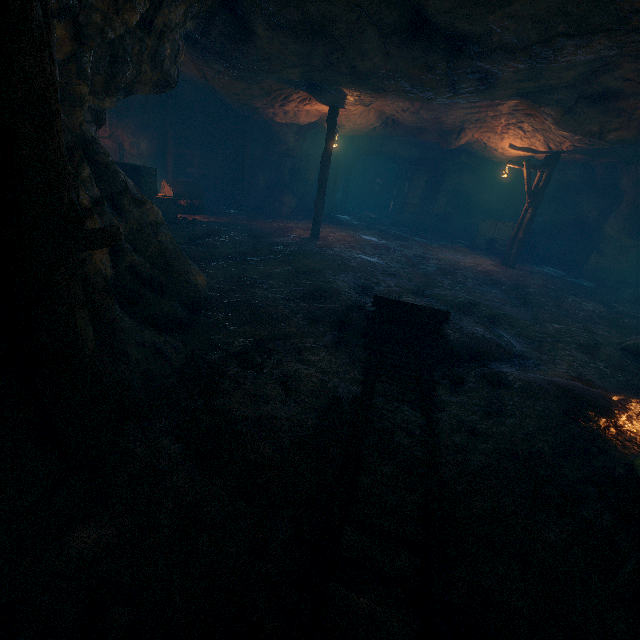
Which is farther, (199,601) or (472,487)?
(472,487)

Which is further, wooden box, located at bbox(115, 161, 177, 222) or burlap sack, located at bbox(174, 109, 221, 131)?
burlap sack, located at bbox(174, 109, 221, 131)

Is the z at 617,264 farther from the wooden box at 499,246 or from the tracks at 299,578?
the tracks at 299,578

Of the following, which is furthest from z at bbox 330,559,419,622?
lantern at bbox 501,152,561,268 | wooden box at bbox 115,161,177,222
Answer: lantern at bbox 501,152,561,268

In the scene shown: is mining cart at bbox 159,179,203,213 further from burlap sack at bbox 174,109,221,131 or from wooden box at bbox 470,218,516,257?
wooden box at bbox 470,218,516,257

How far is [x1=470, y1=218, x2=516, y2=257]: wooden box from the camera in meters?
16.9

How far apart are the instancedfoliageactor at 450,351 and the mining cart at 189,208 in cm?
1136

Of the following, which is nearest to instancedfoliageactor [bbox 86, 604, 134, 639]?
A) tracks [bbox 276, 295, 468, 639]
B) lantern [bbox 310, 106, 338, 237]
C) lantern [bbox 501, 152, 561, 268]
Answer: tracks [bbox 276, 295, 468, 639]
